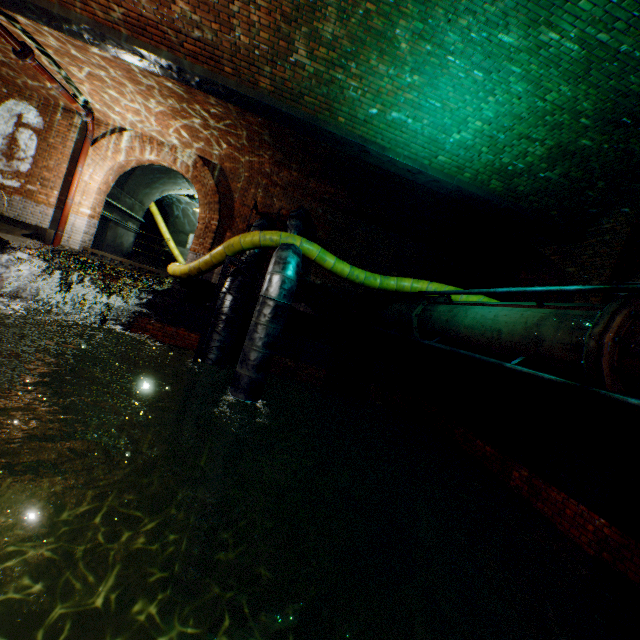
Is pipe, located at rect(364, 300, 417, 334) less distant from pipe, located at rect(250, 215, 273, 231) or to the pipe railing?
the pipe railing

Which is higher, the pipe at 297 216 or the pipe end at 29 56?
the pipe end at 29 56

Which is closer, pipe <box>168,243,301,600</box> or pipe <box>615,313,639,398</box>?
pipe <box>615,313,639,398</box>

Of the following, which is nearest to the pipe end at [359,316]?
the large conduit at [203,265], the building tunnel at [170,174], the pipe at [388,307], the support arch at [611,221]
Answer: the pipe at [388,307]

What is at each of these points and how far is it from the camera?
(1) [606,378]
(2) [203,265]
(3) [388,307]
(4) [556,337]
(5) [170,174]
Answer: (1) pipe end, 3.2 meters
(2) large conduit, 8.4 meters
(3) pipe, 9.4 meters
(4) pipe, 3.8 meters
(5) building tunnel, 13.6 meters

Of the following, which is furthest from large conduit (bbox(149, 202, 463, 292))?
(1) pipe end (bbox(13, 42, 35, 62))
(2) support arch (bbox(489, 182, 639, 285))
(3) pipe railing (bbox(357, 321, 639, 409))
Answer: (1) pipe end (bbox(13, 42, 35, 62))

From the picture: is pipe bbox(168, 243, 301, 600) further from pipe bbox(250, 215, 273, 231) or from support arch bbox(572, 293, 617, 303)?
support arch bbox(572, 293, 617, 303)

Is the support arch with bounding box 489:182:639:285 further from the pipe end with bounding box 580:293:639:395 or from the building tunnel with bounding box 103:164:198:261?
the building tunnel with bounding box 103:164:198:261
